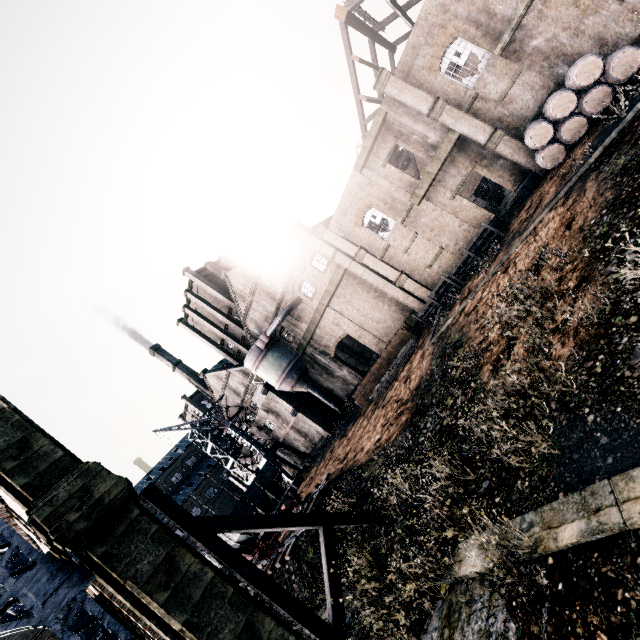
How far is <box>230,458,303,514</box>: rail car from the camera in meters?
20.9

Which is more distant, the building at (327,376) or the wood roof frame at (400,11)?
the wood roof frame at (400,11)

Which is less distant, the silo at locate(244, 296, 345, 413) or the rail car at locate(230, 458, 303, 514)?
the rail car at locate(230, 458, 303, 514)

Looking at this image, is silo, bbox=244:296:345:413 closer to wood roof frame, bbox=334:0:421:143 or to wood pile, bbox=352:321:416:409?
wood pile, bbox=352:321:416:409

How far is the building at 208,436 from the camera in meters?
46.7

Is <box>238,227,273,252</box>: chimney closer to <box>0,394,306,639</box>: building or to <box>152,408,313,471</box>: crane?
<box>0,394,306,639</box>: building

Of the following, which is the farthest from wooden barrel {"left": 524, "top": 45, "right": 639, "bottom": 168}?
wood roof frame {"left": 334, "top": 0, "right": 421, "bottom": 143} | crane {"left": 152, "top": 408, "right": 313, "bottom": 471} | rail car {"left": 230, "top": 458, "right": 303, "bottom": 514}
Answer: crane {"left": 152, "top": 408, "right": 313, "bottom": 471}

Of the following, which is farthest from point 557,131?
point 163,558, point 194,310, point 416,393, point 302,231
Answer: point 194,310
